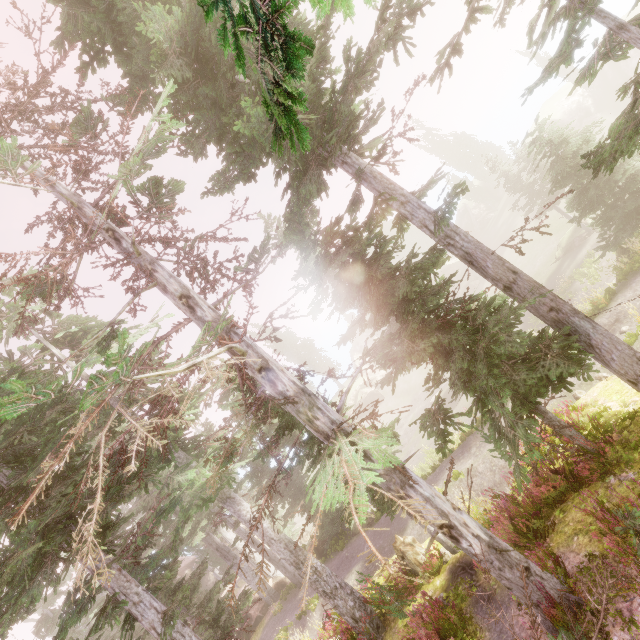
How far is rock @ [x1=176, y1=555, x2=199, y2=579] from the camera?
43.0m

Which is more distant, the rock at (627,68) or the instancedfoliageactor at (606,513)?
the rock at (627,68)

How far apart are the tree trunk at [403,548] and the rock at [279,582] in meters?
18.3

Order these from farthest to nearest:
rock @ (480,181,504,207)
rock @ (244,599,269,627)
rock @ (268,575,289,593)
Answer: rock @ (480,181,504,207)
rock @ (268,575,289,593)
rock @ (244,599,269,627)

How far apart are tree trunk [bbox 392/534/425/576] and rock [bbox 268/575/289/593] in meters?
18.3

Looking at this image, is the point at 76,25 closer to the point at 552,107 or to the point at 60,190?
the point at 60,190

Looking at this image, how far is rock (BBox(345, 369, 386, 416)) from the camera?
53.6m
